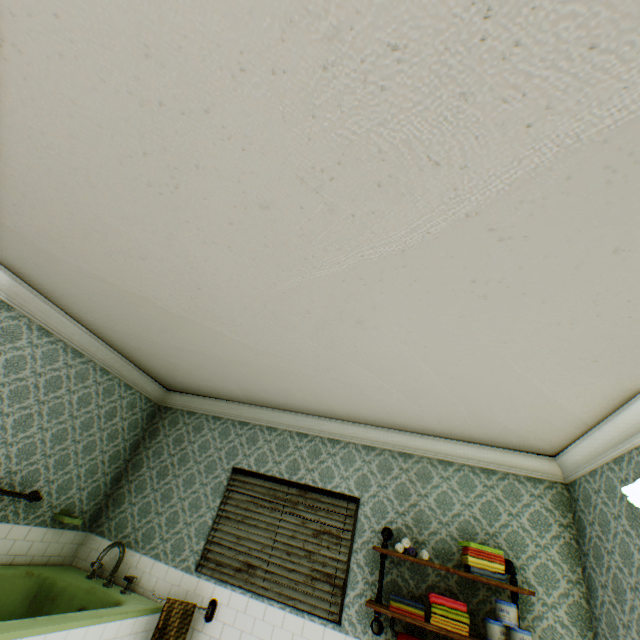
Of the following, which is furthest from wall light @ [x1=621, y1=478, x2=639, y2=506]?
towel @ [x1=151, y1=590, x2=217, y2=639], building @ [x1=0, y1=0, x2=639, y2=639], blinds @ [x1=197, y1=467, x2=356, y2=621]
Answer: towel @ [x1=151, y1=590, x2=217, y2=639]

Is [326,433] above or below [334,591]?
above

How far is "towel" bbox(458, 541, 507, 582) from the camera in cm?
287

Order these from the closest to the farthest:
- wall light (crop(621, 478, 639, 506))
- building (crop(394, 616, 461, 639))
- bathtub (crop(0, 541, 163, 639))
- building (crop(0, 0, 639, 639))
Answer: building (crop(0, 0, 639, 639))
wall light (crop(621, 478, 639, 506))
bathtub (crop(0, 541, 163, 639))
building (crop(394, 616, 461, 639))

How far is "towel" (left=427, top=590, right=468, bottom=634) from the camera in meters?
2.7

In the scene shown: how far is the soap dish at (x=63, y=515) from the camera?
3.71m

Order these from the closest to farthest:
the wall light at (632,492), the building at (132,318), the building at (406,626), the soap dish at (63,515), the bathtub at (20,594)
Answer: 1. the building at (132,318)
2. the wall light at (632,492)
3. the bathtub at (20,594)
4. the building at (406,626)
5. the soap dish at (63,515)

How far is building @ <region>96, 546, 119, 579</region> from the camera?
3.9m
